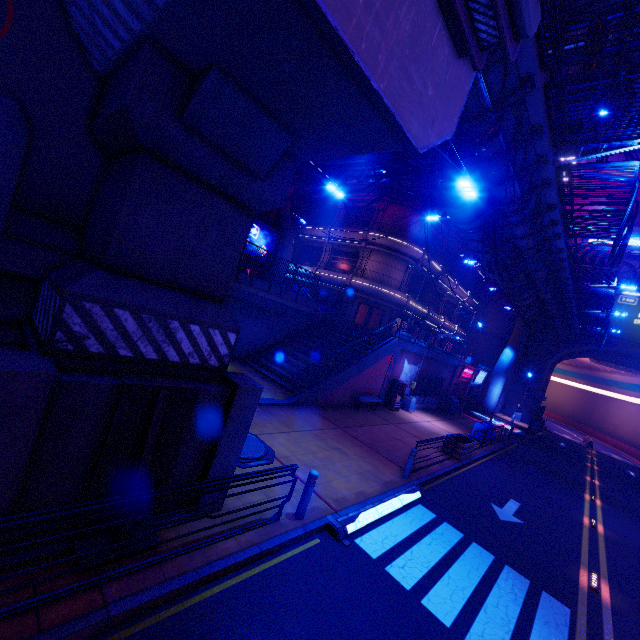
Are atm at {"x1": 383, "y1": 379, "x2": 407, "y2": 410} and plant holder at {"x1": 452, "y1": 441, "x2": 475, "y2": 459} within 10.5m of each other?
yes

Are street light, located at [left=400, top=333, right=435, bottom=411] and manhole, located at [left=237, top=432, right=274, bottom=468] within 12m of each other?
no

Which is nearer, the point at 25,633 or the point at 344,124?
the point at 25,633

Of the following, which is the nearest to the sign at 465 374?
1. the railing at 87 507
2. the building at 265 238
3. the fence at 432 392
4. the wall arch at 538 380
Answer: the fence at 432 392

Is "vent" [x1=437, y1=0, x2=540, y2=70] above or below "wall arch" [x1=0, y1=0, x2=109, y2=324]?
above

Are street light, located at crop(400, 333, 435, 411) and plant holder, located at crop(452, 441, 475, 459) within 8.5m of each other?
yes

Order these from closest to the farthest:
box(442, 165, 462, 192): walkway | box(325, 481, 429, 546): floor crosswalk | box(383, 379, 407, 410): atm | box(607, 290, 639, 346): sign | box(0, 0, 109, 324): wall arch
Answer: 1. box(0, 0, 109, 324): wall arch
2. box(325, 481, 429, 546): floor crosswalk
3. box(442, 165, 462, 192): walkway
4. box(383, 379, 407, 410): atm
5. box(607, 290, 639, 346): sign

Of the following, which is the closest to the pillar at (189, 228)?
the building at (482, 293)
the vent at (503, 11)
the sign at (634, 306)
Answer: the vent at (503, 11)
